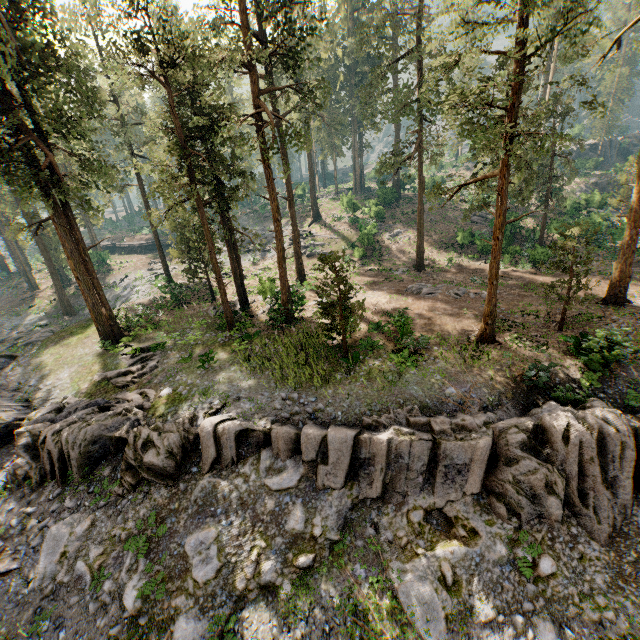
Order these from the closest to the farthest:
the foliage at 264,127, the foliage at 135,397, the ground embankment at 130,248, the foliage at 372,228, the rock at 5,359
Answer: the foliage at 264,127 < the foliage at 135,397 < the rock at 5,359 < the foliage at 372,228 < the ground embankment at 130,248

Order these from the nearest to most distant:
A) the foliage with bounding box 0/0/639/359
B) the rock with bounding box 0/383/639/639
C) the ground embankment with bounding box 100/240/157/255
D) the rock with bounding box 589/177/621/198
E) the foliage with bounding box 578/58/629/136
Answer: the rock with bounding box 0/383/639/639, the foliage with bounding box 578/58/629/136, the foliage with bounding box 0/0/639/359, the rock with bounding box 589/177/621/198, the ground embankment with bounding box 100/240/157/255

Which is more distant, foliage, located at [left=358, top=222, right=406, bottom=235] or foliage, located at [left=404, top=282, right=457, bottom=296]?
foliage, located at [left=358, top=222, right=406, bottom=235]

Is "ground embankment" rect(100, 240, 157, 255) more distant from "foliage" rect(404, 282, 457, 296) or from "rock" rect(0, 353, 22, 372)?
"rock" rect(0, 353, 22, 372)

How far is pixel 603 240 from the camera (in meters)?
31.14

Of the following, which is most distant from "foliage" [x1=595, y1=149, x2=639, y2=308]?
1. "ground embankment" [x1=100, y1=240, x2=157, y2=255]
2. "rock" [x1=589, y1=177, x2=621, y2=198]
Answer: "rock" [x1=589, y1=177, x2=621, y2=198]

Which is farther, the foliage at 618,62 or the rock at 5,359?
the rock at 5,359

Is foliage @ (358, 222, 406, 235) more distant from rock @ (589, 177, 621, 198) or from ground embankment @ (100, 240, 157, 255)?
rock @ (589, 177, 621, 198)
